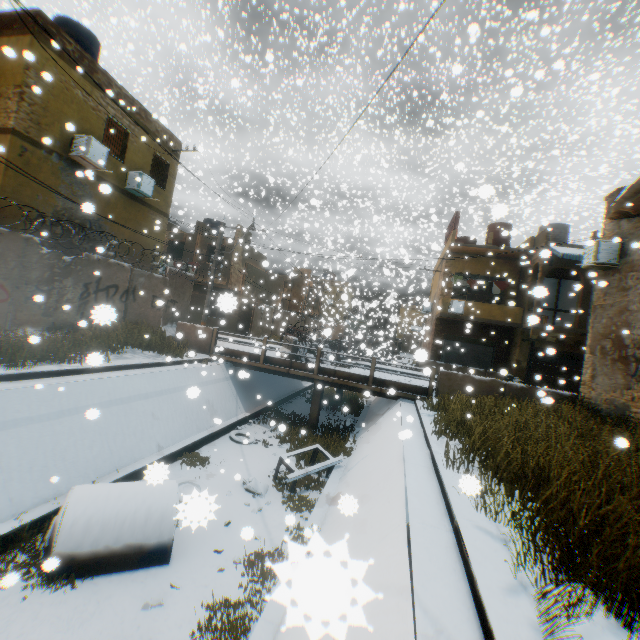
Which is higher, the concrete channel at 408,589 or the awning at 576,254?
the awning at 576,254

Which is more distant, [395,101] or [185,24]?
[395,101]

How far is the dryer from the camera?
20.8 meters

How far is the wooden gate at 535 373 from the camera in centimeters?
1916cm

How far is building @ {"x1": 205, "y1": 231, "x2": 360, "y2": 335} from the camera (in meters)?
24.48

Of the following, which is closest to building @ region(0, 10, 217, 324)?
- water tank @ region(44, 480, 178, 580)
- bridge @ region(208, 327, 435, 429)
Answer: bridge @ region(208, 327, 435, 429)

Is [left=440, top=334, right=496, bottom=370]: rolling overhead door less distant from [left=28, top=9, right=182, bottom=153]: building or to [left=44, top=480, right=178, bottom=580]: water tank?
[left=28, top=9, right=182, bottom=153]: building
